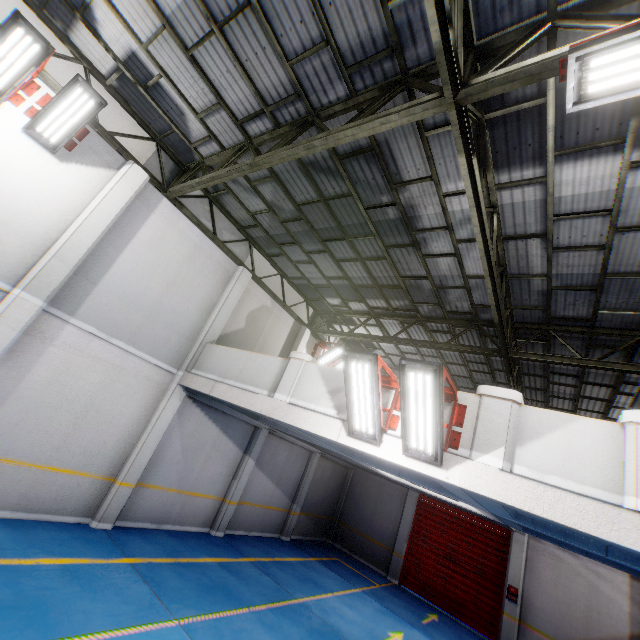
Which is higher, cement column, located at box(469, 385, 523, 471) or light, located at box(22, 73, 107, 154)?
light, located at box(22, 73, 107, 154)

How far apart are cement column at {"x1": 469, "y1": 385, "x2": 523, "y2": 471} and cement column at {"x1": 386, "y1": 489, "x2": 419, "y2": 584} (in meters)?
12.45

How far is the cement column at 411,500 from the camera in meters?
14.2 m

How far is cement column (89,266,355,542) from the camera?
8.18m

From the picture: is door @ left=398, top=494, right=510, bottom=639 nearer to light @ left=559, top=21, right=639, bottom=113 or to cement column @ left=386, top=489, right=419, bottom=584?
cement column @ left=386, top=489, right=419, bottom=584

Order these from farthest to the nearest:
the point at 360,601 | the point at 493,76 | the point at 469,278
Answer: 1. the point at 360,601
2. the point at 469,278
3. the point at 493,76

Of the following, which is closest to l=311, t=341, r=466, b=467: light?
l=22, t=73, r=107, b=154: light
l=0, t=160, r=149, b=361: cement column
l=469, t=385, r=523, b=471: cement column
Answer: l=469, t=385, r=523, b=471: cement column

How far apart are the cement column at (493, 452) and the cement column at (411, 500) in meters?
12.4 m
